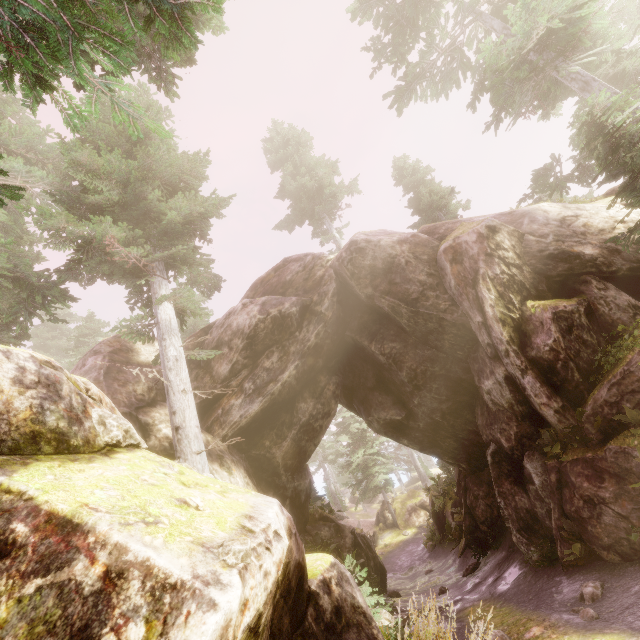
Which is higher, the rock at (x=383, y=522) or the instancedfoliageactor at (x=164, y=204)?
the instancedfoliageactor at (x=164, y=204)

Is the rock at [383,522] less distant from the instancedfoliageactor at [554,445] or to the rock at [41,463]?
the instancedfoliageactor at [554,445]

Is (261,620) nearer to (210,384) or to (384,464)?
(210,384)

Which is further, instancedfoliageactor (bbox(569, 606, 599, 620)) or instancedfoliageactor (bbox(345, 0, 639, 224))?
instancedfoliageactor (bbox(345, 0, 639, 224))

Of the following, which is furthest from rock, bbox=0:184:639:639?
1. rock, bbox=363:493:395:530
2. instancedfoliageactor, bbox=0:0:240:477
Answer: rock, bbox=363:493:395:530
